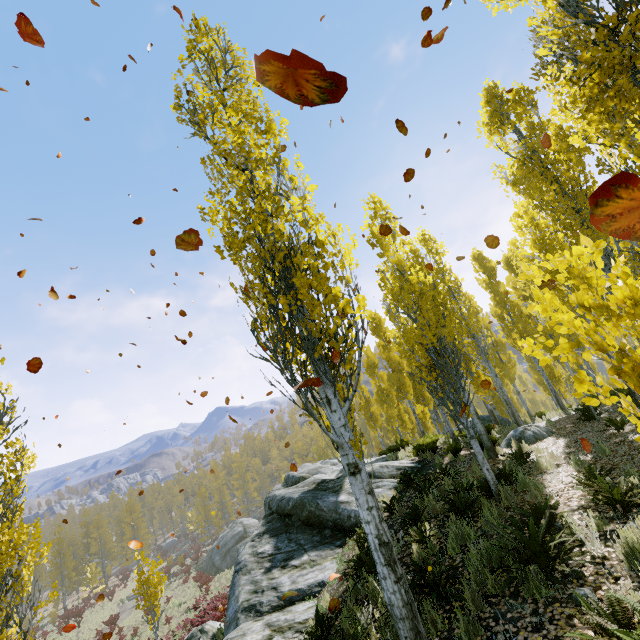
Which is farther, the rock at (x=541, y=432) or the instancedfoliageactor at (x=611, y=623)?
the rock at (x=541, y=432)

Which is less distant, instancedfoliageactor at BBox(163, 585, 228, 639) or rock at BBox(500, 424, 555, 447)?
rock at BBox(500, 424, 555, 447)

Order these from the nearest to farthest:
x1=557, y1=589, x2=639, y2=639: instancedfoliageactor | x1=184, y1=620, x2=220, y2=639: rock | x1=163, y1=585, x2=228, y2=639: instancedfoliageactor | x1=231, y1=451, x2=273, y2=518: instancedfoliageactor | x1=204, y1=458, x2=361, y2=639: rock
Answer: x1=557, y1=589, x2=639, y2=639: instancedfoliageactor
x1=204, y1=458, x2=361, y2=639: rock
x1=184, y1=620, x2=220, y2=639: rock
x1=163, y1=585, x2=228, y2=639: instancedfoliageactor
x1=231, y1=451, x2=273, y2=518: instancedfoliageactor

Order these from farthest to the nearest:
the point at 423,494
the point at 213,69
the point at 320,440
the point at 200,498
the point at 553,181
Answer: the point at 320,440 < the point at 200,498 < the point at 553,181 < the point at 423,494 < the point at 213,69

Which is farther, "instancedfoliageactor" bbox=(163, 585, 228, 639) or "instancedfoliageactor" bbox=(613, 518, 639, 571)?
"instancedfoliageactor" bbox=(163, 585, 228, 639)

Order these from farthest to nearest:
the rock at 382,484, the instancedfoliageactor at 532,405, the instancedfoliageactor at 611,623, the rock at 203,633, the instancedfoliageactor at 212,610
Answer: the instancedfoliageactor at 212,610
the rock at 203,633
the rock at 382,484
the instancedfoliageactor at 532,405
the instancedfoliageactor at 611,623

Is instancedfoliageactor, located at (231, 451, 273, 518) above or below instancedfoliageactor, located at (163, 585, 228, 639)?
above
